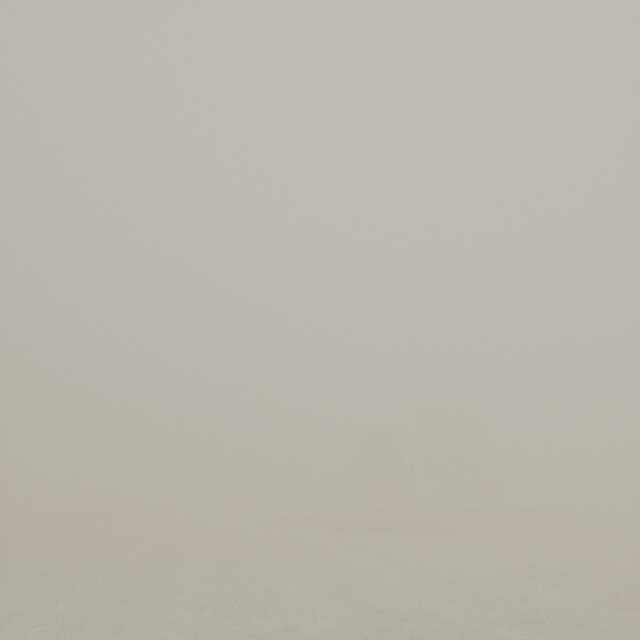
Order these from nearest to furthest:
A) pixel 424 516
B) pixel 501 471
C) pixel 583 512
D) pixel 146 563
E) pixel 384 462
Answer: pixel 146 563, pixel 424 516, pixel 384 462, pixel 583 512, pixel 501 471
